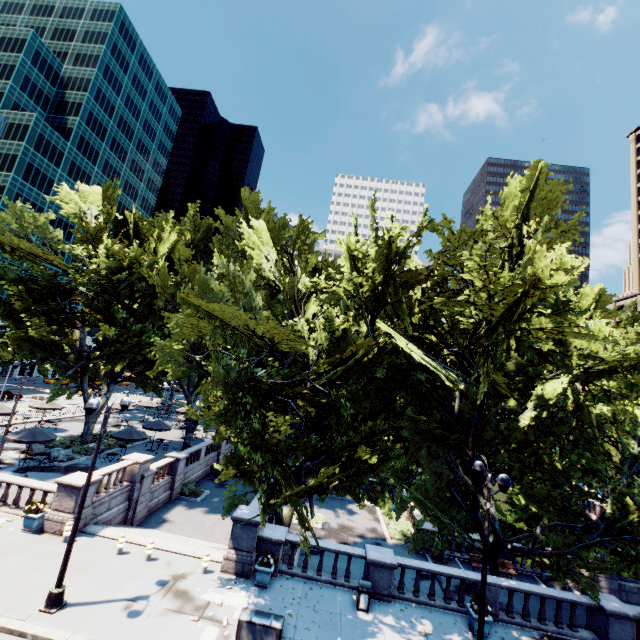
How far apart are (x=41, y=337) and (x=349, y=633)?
25.8m

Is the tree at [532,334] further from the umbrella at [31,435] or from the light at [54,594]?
the umbrella at [31,435]

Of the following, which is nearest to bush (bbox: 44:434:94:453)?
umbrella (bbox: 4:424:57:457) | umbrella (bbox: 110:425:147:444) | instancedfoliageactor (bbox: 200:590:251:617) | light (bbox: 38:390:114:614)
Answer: umbrella (bbox: 110:425:147:444)

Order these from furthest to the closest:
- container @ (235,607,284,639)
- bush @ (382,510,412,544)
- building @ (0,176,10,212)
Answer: building @ (0,176,10,212), bush @ (382,510,412,544), container @ (235,607,284,639)

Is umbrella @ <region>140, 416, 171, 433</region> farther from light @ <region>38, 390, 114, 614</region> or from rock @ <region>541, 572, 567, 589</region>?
rock @ <region>541, 572, 567, 589</region>

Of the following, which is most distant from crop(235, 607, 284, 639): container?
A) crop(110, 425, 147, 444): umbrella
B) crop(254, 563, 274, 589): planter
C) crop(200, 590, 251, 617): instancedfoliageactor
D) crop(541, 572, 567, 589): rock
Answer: crop(541, 572, 567, 589): rock

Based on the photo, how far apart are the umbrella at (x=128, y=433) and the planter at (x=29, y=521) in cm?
1001

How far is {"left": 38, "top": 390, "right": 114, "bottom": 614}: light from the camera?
11.1 meters
